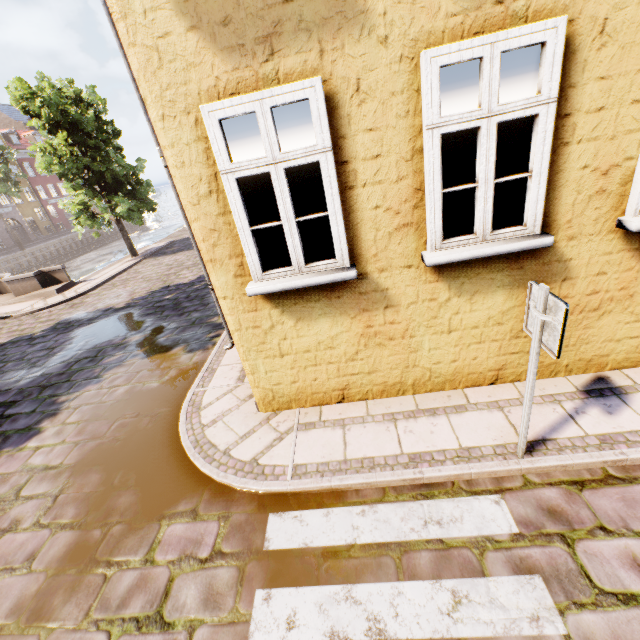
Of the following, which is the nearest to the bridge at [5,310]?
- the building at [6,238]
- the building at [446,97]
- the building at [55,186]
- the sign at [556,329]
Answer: the building at [446,97]

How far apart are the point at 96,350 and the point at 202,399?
4.7 meters

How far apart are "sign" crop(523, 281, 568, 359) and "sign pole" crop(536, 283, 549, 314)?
0.03m

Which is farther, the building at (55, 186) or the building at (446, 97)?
the building at (55, 186)

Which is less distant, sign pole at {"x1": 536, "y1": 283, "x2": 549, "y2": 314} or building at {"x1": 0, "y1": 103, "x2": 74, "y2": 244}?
sign pole at {"x1": 536, "y1": 283, "x2": 549, "y2": 314}

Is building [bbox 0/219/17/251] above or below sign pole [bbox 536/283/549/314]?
below

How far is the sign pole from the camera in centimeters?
250cm

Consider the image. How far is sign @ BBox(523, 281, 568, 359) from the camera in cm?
241
